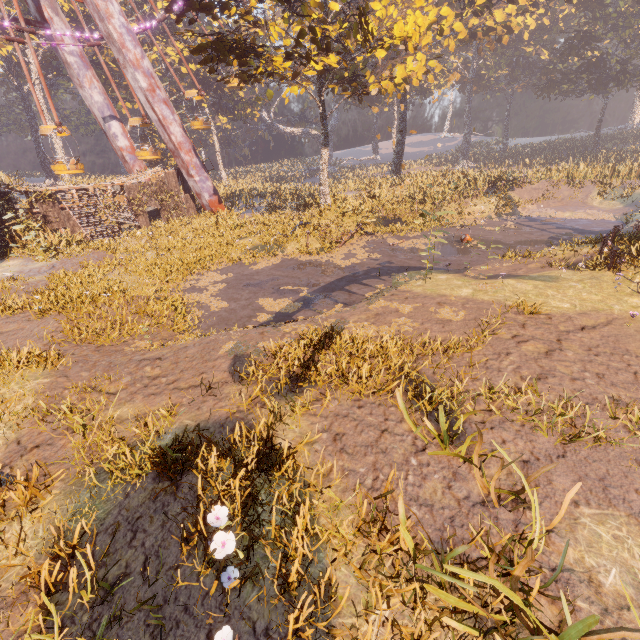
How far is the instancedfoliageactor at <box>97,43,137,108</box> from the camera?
39.0m

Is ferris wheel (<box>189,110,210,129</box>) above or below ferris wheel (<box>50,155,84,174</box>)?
above

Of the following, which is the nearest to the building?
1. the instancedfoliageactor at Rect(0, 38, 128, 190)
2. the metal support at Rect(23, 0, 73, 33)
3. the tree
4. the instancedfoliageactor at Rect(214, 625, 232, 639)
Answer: the instancedfoliageactor at Rect(0, 38, 128, 190)

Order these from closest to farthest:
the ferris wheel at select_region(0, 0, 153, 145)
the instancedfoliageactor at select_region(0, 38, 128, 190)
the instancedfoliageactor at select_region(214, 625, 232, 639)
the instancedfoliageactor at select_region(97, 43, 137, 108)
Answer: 1. the instancedfoliageactor at select_region(214, 625, 232, 639)
2. the ferris wheel at select_region(0, 0, 153, 145)
3. the instancedfoliageactor at select_region(0, 38, 128, 190)
4. the instancedfoliageactor at select_region(97, 43, 137, 108)

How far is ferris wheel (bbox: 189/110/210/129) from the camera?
25.94m

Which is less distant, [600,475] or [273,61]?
[600,475]

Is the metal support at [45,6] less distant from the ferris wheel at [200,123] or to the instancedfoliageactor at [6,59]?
the ferris wheel at [200,123]

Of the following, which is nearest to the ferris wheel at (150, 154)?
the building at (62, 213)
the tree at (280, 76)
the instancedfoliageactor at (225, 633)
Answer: the building at (62, 213)
